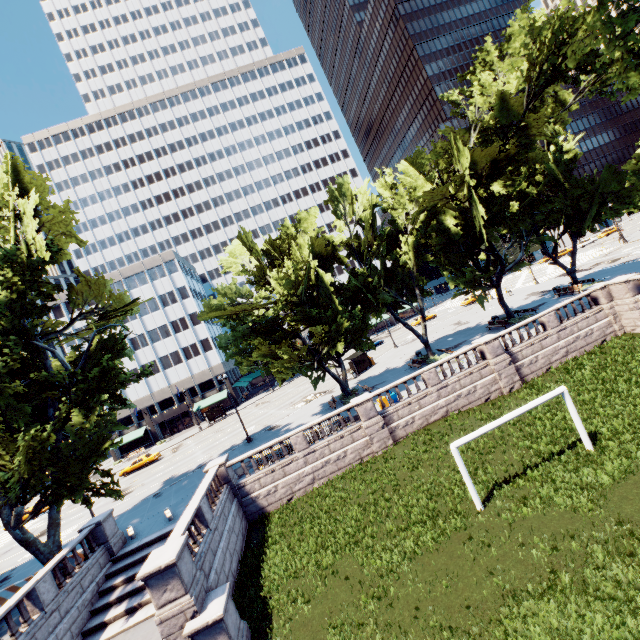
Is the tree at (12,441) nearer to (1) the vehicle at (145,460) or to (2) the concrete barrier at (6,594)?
(2) the concrete barrier at (6,594)

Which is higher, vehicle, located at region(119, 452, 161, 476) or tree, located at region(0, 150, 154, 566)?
tree, located at region(0, 150, 154, 566)

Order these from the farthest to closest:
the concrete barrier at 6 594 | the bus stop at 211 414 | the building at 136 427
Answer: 1. the building at 136 427
2. the bus stop at 211 414
3. the concrete barrier at 6 594

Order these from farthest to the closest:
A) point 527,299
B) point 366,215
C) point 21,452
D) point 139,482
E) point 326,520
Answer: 1. point 527,299
2. point 139,482
3. point 366,215
4. point 326,520
5. point 21,452

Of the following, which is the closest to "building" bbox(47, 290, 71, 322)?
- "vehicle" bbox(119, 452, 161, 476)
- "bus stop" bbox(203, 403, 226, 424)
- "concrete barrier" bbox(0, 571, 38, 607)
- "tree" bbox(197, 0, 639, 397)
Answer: "tree" bbox(197, 0, 639, 397)

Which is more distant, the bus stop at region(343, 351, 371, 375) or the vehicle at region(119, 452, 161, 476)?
the vehicle at region(119, 452, 161, 476)

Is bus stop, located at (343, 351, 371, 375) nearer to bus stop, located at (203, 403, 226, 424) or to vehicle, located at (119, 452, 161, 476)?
bus stop, located at (203, 403, 226, 424)

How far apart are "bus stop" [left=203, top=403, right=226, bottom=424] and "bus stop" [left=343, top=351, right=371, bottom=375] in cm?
2548
